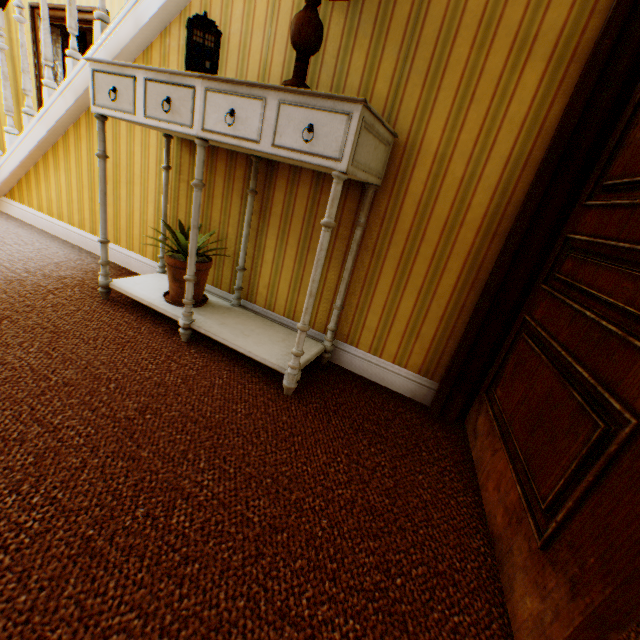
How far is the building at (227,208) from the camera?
2.1 meters

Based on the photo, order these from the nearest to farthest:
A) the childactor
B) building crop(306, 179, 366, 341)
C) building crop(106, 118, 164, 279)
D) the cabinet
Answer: the childactor
the cabinet
building crop(306, 179, 366, 341)
building crop(106, 118, 164, 279)

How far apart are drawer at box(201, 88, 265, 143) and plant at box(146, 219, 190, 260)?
0.57m

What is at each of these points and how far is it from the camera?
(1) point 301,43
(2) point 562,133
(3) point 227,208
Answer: (1) lamp, 1.4 meters
(2) building, 1.3 meters
(3) building, 2.2 meters

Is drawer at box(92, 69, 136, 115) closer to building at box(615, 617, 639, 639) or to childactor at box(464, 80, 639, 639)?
building at box(615, 617, 639, 639)

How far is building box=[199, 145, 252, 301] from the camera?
2.10m

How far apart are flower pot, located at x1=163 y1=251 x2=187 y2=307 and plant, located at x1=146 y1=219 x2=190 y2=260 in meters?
0.0 m

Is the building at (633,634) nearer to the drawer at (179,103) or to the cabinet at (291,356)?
the cabinet at (291,356)
